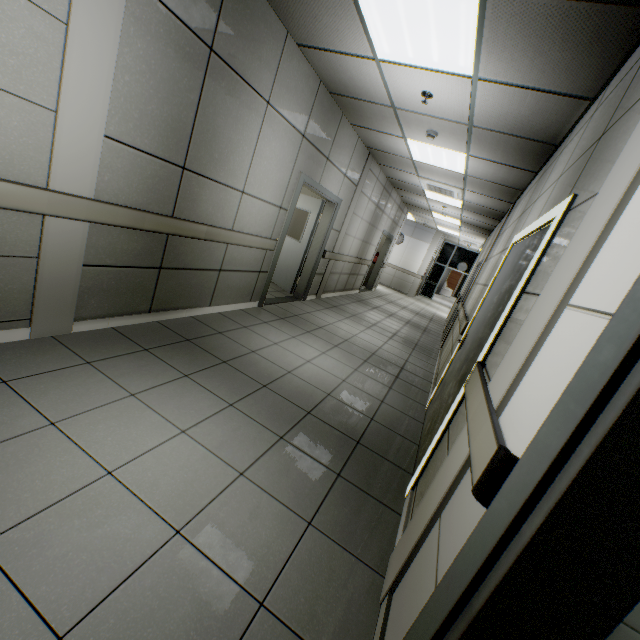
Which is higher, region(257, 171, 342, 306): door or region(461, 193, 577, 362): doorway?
region(461, 193, 577, 362): doorway

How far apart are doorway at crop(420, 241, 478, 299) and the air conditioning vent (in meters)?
10.88

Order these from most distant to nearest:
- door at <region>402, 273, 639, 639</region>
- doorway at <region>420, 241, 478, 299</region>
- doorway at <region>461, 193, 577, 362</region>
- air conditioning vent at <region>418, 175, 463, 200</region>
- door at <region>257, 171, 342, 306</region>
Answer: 1. doorway at <region>420, 241, 478, 299</region>
2. air conditioning vent at <region>418, 175, 463, 200</region>
3. door at <region>257, 171, 342, 306</region>
4. doorway at <region>461, 193, 577, 362</region>
5. door at <region>402, 273, 639, 639</region>

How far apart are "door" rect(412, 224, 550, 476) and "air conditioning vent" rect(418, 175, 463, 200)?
3.96m

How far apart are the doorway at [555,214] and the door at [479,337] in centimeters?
1cm

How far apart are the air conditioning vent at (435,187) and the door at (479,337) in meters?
4.0

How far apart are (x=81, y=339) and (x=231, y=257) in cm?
199

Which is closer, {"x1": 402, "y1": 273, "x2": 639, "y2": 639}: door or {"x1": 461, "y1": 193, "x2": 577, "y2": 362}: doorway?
{"x1": 402, "y1": 273, "x2": 639, "y2": 639}: door
